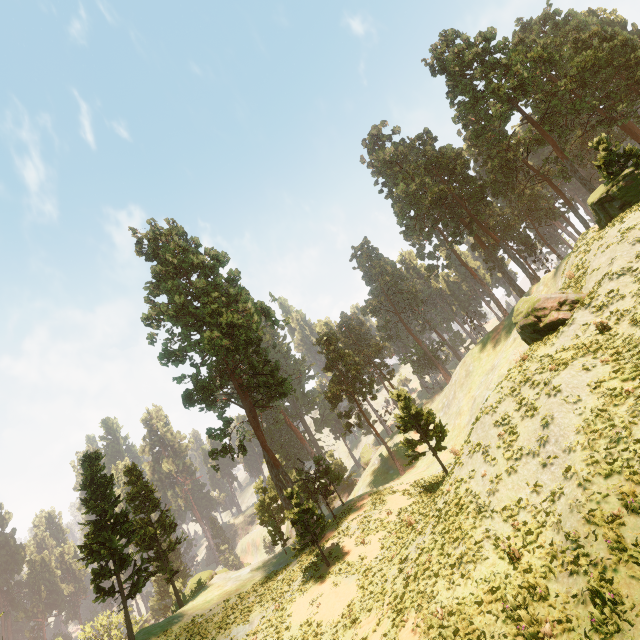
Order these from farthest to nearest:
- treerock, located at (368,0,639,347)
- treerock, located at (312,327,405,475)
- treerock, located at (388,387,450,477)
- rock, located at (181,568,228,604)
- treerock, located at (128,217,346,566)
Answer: treerock, located at (312,327,405,475) → rock, located at (181,568,228,604) → treerock, located at (128,217,346,566) → treerock, located at (388,387,450,477) → treerock, located at (368,0,639,347)

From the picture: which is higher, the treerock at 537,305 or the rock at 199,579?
the treerock at 537,305

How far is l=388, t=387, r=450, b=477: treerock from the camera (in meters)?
27.41

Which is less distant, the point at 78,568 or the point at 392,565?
the point at 392,565

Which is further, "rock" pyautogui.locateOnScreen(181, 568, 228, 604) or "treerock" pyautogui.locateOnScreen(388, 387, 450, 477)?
"rock" pyautogui.locateOnScreen(181, 568, 228, 604)

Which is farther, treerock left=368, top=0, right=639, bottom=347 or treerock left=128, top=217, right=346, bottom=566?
treerock left=128, top=217, right=346, bottom=566

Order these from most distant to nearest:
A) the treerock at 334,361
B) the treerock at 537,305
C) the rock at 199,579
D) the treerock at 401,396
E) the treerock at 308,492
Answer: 1. the treerock at 334,361
2. the rock at 199,579
3. the treerock at 308,492
4. the treerock at 401,396
5. the treerock at 537,305
